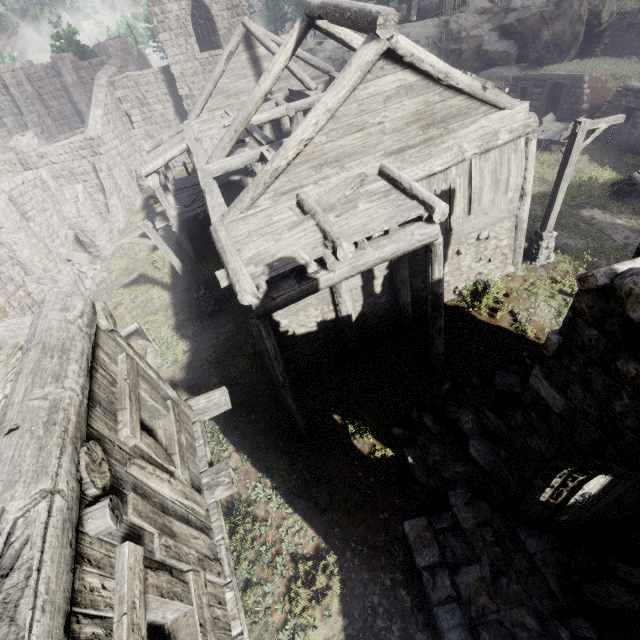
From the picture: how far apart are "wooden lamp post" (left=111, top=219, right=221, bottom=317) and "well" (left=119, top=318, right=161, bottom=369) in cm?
199

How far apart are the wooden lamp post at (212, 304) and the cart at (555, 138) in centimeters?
1990cm

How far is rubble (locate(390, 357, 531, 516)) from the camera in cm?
764

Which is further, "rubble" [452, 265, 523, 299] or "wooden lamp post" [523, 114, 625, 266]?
"rubble" [452, 265, 523, 299]

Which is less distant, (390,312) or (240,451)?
(240,451)

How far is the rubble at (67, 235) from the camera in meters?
22.3

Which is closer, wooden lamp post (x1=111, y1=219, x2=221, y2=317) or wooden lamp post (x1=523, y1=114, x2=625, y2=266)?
wooden lamp post (x1=523, y1=114, x2=625, y2=266)

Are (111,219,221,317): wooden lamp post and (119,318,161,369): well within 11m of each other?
yes
